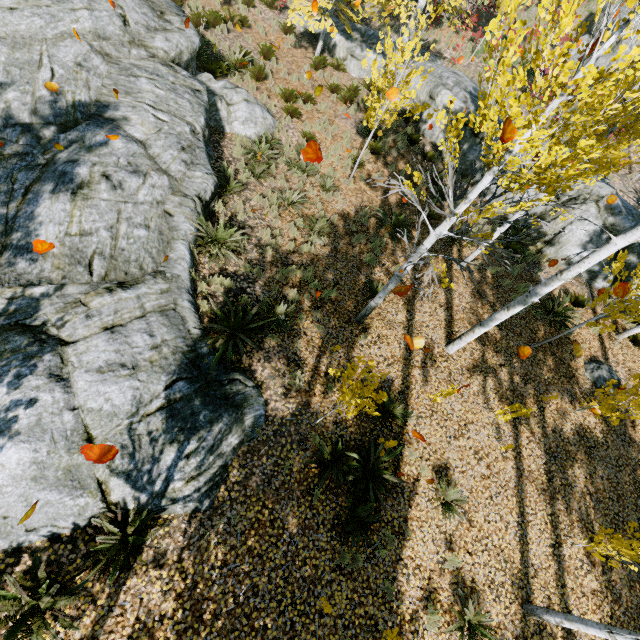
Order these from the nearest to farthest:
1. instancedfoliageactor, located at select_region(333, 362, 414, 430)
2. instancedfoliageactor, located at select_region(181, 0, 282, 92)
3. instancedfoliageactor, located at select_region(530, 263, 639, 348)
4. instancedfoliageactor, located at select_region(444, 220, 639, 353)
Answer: instancedfoliageactor, located at select_region(333, 362, 414, 430) < instancedfoliageactor, located at select_region(444, 220, 639, 353) < instancedfoliageactor, located at select_region(530, 263, 639, 348) < instancedfoliageactor, located at select_region(181, 0, 282, 92)

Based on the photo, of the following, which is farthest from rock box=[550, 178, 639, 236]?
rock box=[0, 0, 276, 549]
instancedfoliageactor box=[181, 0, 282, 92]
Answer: rock box=[0, 0, 276, 549]

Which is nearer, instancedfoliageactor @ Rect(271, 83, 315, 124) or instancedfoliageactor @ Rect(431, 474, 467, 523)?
A: instancedfoliageactor @ Rect(431, 474, 467, 523)

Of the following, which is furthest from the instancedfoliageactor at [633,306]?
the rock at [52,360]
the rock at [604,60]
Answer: the rock at [604,60]

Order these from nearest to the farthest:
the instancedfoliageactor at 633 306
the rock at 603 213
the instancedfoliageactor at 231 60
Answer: the instancedfoliageactor at 633 306 < the rock at 603 213 < the instancedfoliageactor at 231 60

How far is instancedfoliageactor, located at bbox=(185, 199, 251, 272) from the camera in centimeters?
760cm

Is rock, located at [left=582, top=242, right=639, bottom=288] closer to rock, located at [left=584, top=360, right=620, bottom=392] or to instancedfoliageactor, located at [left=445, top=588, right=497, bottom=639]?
instancedfoliageactor, located at [left=445, top=588, right=497, bottom=639]

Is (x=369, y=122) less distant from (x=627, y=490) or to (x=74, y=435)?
(x=74, y=435)
